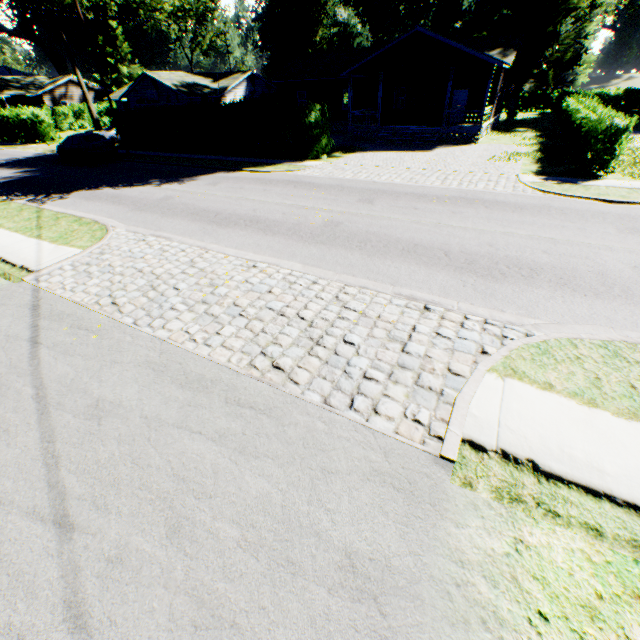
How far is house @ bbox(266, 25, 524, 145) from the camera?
21.55m

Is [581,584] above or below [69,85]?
below

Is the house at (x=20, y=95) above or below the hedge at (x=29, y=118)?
above

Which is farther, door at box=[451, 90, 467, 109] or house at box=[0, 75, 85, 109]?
house at box=[0, 75, 85, 109]

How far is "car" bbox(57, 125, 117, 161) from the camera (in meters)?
22.02

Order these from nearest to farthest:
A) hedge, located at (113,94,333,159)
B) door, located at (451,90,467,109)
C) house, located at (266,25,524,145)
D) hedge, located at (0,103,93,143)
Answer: hedge, located at (113,94,333,159)
house, located at (266,25,524,145)
door, located at (451,90,467,109)
hedge, located at (0,103,93,143)

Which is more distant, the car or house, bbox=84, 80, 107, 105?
house, bbox=84, 80, 107, 105

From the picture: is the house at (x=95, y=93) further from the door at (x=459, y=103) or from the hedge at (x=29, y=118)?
the door at (x=459, y=103)
